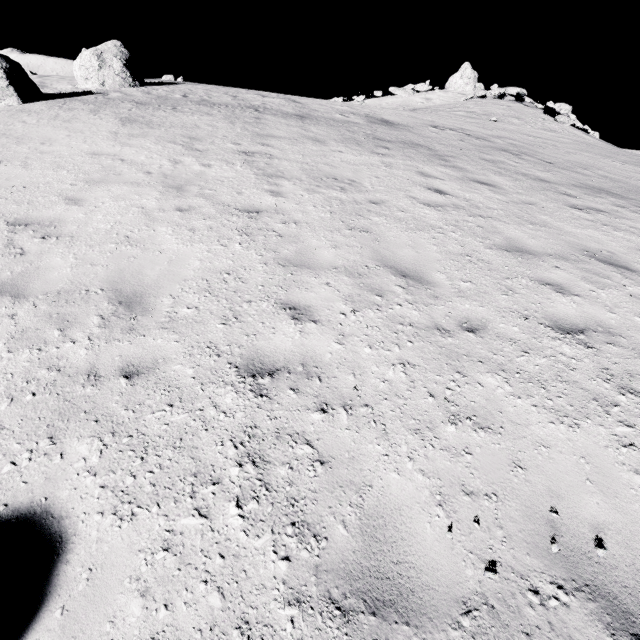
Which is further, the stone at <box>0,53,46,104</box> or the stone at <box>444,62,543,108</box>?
the stone at <box>444,62,543,108</box>

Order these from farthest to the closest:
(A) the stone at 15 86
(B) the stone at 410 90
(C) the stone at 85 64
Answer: (B) the stone at 410 90 → (C) the stone at 85 64 → (A) the stone at 15 86

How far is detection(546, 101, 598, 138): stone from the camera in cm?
2148

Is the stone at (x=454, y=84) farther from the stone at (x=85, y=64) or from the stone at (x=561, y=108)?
the stone at (x=85, y=64)

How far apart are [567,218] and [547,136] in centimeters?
1491cm

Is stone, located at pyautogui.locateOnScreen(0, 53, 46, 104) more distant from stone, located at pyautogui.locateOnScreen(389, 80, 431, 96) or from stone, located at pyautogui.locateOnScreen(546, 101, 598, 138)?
stone, located at pyautogui.locateOnScreen(389, 80, 431, 96)

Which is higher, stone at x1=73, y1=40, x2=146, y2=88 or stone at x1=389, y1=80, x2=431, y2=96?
stone at x1=389, y1=80, x2=431, y2=96

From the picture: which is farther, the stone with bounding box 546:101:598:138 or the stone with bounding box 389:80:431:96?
the stone with bounding box 389:80:431:96
